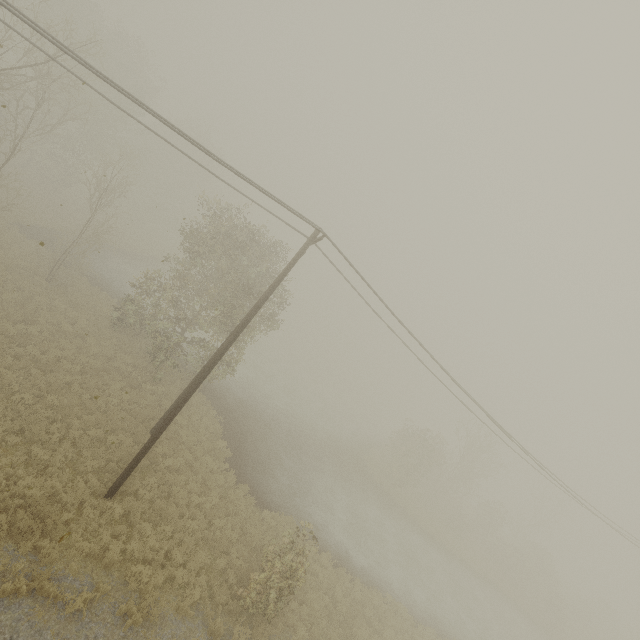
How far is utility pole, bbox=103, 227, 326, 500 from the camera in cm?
1152

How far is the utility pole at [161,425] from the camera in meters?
11.5

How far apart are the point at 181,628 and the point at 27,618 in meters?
4.1
